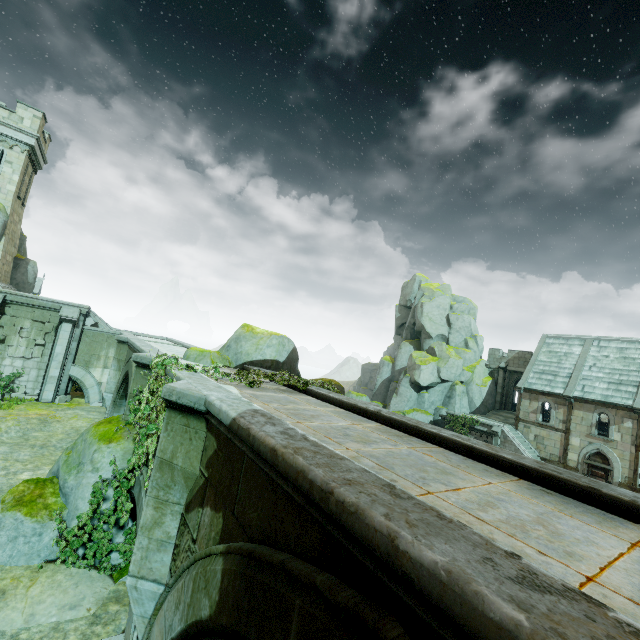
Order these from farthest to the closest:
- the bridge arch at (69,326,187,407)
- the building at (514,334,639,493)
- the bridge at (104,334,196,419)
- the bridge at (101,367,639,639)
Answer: the building at (514,334,639,493), the bridge arch at (69,326,187,407), the bridge at (104,334,196,419), the bridge at (101,367,639,639)

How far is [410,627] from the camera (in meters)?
1.83

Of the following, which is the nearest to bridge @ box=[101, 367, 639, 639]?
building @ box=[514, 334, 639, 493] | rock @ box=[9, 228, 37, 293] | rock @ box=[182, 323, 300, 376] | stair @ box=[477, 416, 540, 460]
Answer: rock @ box=[182, 323, 300, 376]

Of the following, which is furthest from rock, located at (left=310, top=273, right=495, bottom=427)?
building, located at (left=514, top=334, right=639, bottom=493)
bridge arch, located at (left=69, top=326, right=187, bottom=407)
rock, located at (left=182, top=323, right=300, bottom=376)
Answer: rock, located at (left=182, top=323, right=300, bottom=376)

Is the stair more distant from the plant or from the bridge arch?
the bridge arch

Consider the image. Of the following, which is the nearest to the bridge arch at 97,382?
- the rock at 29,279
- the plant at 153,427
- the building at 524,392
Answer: the rock at 29,279

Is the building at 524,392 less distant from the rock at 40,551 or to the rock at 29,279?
the rock at 40,551

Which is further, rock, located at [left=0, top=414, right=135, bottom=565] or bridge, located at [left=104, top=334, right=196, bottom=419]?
bridge, located at [left=104, top=334, right=196, bottom=419]
